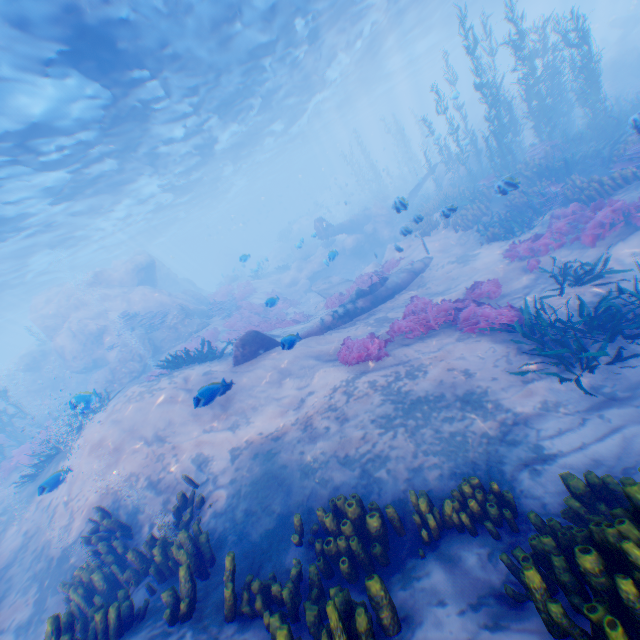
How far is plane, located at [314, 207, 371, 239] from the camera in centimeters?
2658cm

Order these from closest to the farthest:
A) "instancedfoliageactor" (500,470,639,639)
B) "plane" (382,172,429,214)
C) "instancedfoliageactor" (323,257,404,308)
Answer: "instancedfoliageactor" (500,470,639,639) < "plane" (382,172,429,214) < "instancedfoliageactor" (323,257,404,308)

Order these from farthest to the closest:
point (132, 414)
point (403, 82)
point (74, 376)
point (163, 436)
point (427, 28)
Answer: point (403, 82) < point (427, 28) < point (74, 376) < point (132, 414) < point (163, 436)

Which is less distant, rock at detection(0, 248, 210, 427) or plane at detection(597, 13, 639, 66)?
rock at detection(0, 248, 210, 427)

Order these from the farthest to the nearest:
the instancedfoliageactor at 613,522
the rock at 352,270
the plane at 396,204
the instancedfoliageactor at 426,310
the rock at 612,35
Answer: the rock at 612,35 < the rock at 352,270 < the plane at 396,204 < the instancedfoliageactor at 426,310 < the instancedfoliageactor at 613,522

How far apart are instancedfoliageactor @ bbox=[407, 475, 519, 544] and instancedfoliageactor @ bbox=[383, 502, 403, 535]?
0.2 meters

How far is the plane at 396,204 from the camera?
11.14m

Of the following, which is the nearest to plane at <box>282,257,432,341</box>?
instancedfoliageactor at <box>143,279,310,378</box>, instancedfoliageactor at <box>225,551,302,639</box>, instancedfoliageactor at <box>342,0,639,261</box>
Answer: instancedfoliageactor at <box>342,0,639,261</box>
